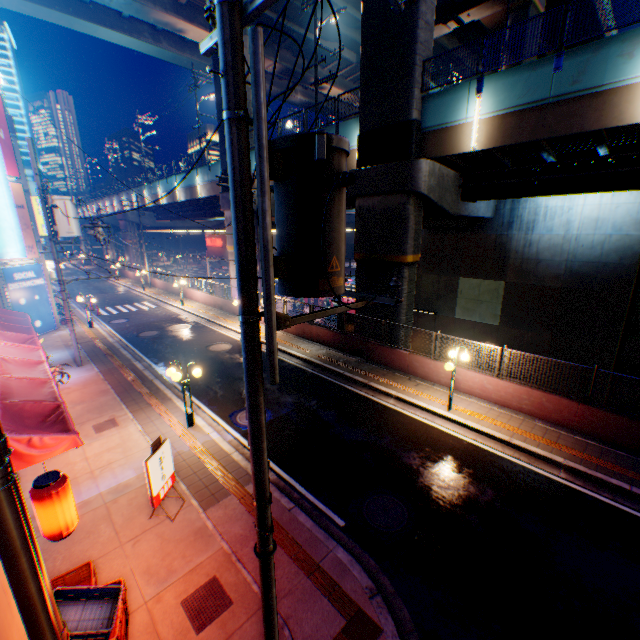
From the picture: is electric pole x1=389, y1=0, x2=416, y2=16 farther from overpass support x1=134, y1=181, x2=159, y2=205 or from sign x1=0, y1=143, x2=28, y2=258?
overpass support x1=134, y1=181, x2=159, y2=205

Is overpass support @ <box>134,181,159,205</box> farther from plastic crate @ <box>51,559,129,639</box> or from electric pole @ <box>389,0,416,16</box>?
plastic crate @ <box>51,559,129,639</box>

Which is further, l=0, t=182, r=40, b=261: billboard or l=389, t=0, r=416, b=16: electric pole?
l=0, t=182, r=40, b=261: billboard

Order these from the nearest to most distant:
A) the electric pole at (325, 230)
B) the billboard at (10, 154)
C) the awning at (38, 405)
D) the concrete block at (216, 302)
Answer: the electric pole at (325, 230) → the awning at (38, 405) → the billboard at (10, 154) → the concrete block at (216, 302)

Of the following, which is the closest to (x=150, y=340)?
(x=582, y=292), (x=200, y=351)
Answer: (x=200, y=351)

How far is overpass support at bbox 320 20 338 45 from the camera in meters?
27.5 m

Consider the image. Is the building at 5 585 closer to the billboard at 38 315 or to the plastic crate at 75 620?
the plastic crate at 75 620

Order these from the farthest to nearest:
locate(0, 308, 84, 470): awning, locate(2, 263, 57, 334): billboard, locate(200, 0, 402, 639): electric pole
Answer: locate(2, 263, 57, 334): billboard
locate(0, 308, 84, 470): awning
locate(200, 0, 402, 639): electric pole
